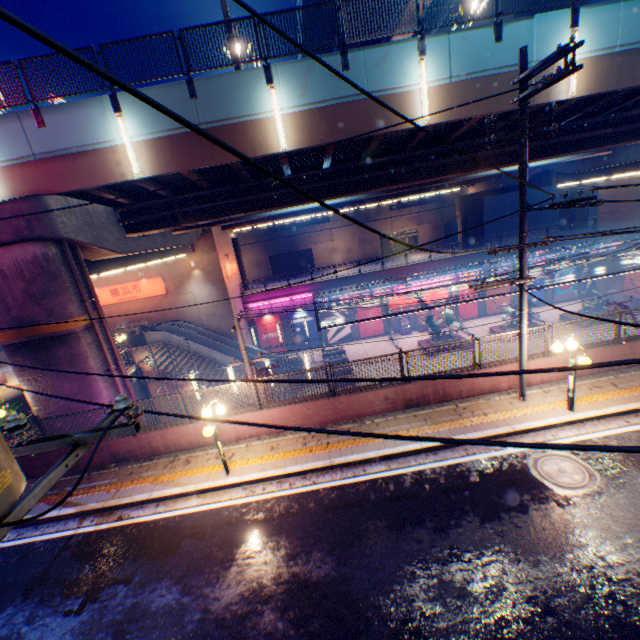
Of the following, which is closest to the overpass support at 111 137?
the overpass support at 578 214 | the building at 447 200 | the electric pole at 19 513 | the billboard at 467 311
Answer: the overpass support at 578 214

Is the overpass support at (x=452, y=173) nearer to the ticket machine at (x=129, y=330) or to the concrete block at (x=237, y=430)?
the concrete block at (x=237, y=430)

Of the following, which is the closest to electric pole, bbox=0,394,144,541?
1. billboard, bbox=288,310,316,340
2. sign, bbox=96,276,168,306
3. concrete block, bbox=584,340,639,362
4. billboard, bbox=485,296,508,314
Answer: concrete block, bbox=584,340,639,362

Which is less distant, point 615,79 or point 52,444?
point 52,444

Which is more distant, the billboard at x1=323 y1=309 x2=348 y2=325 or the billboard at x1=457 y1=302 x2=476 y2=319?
the billboard at x1=457 y1=302 x2=476 y2=319

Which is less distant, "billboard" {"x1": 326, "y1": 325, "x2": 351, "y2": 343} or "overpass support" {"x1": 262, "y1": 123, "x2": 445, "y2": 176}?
"overpass support" {"x1": 262, "y1": 123, "x2": 445, "y2": 176}

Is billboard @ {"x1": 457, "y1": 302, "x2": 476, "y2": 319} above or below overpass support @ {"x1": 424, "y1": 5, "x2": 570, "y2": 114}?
below

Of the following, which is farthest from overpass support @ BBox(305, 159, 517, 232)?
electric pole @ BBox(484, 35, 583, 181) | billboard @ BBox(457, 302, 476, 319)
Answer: billboard @ BBox(457, 302, 476, 319)
